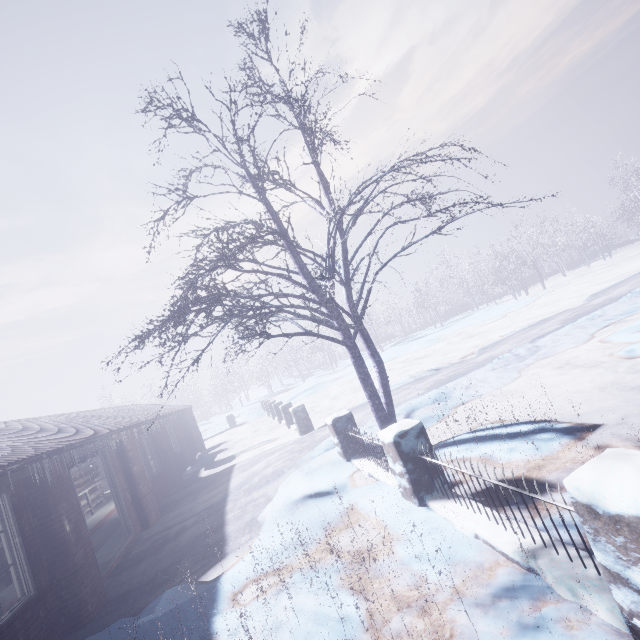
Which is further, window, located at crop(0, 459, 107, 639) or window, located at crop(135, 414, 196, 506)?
window, located at crop(135, 414, 196, 506)

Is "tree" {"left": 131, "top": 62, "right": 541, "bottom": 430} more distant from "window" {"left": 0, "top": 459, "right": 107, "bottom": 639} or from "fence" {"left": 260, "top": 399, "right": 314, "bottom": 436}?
"fence" {"left": 260, "top": 399, "right": 314, "bottom": 436}

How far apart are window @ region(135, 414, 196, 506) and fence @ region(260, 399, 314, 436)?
3.7 meters

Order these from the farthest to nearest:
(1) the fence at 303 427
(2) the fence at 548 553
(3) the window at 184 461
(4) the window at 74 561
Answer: (1) the fence at 303 427
(3) the window at 184 461
(4) the window at 74 561
(2) the fence at 548 553

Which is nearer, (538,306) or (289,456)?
(289,456)

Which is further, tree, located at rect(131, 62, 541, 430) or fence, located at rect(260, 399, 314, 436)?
fence, located at rect(260, 399, 314, 436)

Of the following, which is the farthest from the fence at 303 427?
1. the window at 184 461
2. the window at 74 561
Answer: the window at 74 561

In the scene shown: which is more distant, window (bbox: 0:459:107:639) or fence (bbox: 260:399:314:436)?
fence (bbox: 260:399:314:436)
